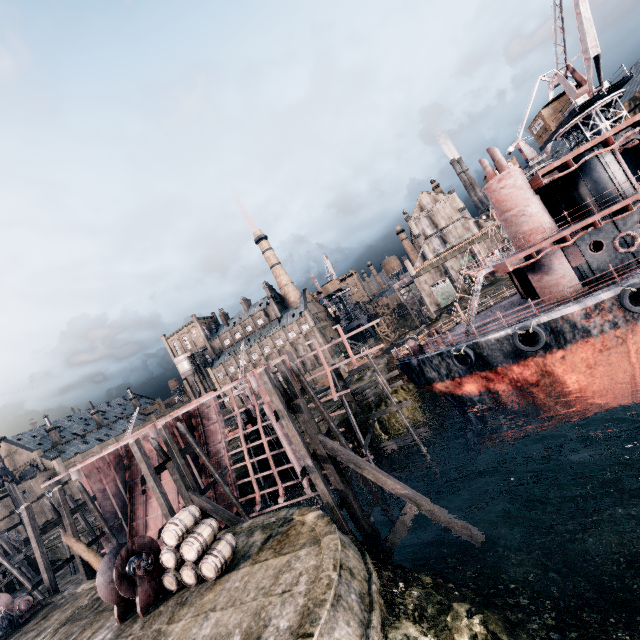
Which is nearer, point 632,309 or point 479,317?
point 632,309

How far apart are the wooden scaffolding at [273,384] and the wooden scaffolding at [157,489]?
8.3 meters

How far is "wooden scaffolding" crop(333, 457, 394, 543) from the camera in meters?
16.6 m

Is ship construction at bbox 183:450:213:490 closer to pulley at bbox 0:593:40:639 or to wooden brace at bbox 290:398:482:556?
wooden brace at bbox 290:398:482:556

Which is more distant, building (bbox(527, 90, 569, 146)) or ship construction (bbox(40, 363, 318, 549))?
building (bbox(527, 90, 569, 146))

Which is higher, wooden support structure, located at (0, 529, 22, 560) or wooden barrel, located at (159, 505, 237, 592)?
wooden support structure, located at (0, 529, 22, 560)

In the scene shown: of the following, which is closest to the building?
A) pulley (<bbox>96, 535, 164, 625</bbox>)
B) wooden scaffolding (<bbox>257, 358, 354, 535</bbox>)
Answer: wooden scaffolding (<bbox>257, 358, 354, 535</bbox>)
